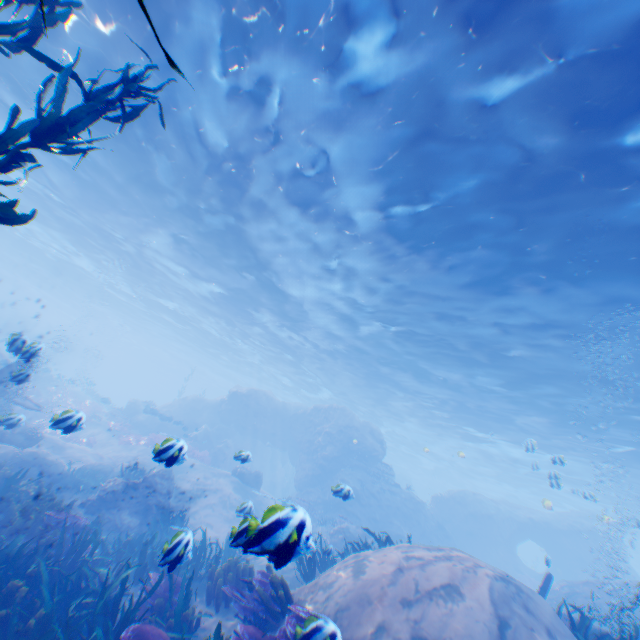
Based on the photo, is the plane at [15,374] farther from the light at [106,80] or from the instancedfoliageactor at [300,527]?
the light at [106,80]

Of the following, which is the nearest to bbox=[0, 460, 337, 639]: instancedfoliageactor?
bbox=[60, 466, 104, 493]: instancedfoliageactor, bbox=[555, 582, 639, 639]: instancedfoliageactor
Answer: bbox=[60, 466, 104, 493]: instancedfoliageactor

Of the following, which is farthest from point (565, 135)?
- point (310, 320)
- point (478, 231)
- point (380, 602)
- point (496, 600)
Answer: point (310, 320)

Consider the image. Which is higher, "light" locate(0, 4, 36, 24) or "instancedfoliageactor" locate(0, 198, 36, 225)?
"light" locate(0, 4, 36, 24)

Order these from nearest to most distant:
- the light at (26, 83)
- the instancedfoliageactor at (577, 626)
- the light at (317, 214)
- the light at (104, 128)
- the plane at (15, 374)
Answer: the instancedfoliageactor at (577, 626) → the light at (317, 214) → the plane at (15, 374) → the light at (26, 83) → the light at (104, 128)

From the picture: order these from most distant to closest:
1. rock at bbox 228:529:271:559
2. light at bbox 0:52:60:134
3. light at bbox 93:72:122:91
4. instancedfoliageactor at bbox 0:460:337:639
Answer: light at bbox 0:52:60:134
light at bbox 93:72:122:91
instancedfoliageactor at bbox 0:460:337:639
rock at bbox 228:529:271:559

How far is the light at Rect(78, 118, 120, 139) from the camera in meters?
13.0
